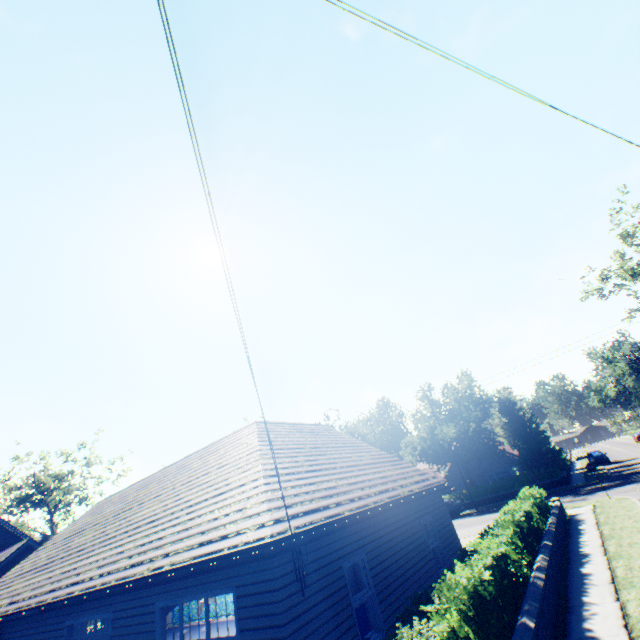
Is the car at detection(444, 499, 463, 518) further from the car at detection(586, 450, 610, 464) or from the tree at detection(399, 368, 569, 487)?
the car at detection(586, 450, 610, 464)

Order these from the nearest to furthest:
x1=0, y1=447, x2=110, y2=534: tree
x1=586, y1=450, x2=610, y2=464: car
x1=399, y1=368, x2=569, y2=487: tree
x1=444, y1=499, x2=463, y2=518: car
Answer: x1=444, y1=499, x2=463, y2=518: car < x1=399, y1=368, x2=569, y2=487: tree < x1=586, y1=450, x2=610, y2=464: car < x1=0, y1=447, x2=110, y2=534: tree

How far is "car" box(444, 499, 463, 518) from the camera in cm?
3148

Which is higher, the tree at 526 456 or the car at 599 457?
the tree at 526 456

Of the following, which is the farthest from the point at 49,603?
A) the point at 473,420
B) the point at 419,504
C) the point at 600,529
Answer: the point at 473,420

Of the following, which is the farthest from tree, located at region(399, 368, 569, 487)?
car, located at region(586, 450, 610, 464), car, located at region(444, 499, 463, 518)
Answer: car, located at region(444, 499, 463, 518)

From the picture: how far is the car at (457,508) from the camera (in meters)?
31.48
